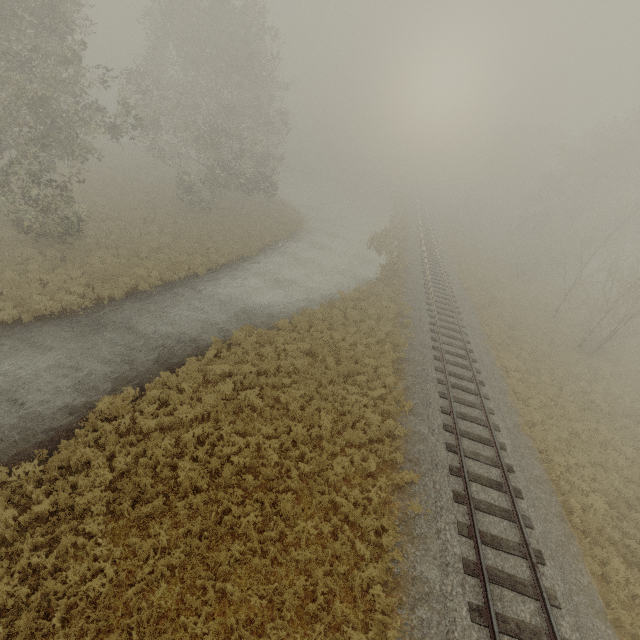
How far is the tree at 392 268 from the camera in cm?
2689

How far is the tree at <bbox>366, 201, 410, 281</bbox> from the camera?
26.9m

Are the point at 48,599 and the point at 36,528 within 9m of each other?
yes
